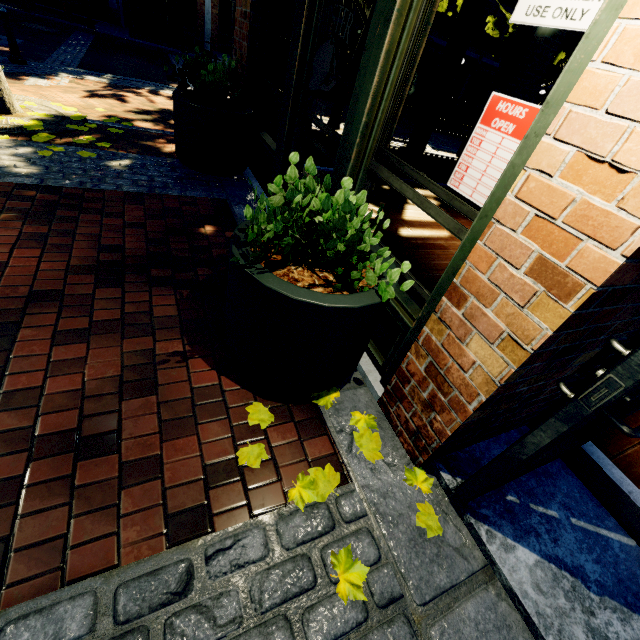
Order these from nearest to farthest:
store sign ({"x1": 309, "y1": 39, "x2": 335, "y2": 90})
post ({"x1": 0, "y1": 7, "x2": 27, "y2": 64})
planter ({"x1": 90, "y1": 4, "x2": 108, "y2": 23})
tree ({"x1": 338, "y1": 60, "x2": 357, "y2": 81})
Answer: store sign ({"x1": 309, "y1": 39, "x2": 335, "y2": 90}) → post ({"x1": 0, "y1": 7, "x2": 27, "y2": 64}) → tree ({"x1": 338, "y1": 60, "x2": 357, "y2": 81}) → planter ({"x1": 90, "y1": 4, "x2": 108, "y2": 23})

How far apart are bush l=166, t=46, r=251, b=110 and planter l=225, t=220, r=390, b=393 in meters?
2.9 m

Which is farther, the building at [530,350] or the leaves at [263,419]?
the leaves at [263,419]

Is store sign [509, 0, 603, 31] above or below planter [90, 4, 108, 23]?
above

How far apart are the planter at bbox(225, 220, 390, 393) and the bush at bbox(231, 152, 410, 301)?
0.0 meters

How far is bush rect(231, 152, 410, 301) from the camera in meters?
1.6

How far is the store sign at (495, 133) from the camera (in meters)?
1.51

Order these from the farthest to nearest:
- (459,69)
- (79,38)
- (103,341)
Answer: (459,69), (79,38), (103,341)
